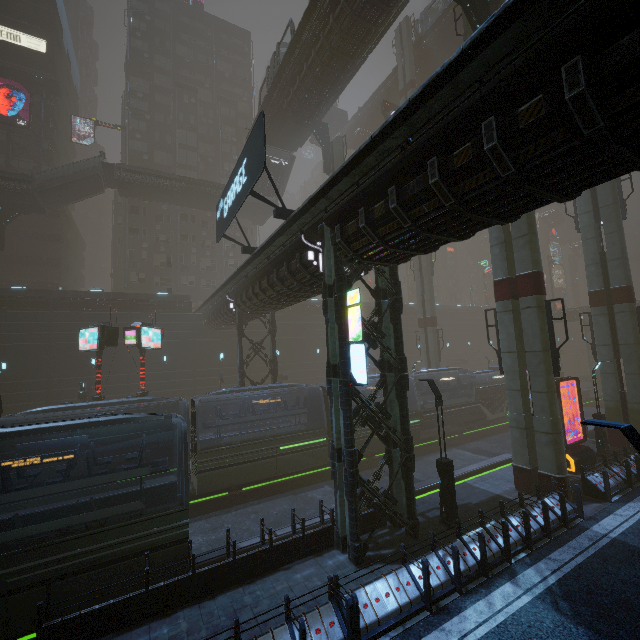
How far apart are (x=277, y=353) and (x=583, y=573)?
32.0m

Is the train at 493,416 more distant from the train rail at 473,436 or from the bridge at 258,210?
the bridge at 258,210

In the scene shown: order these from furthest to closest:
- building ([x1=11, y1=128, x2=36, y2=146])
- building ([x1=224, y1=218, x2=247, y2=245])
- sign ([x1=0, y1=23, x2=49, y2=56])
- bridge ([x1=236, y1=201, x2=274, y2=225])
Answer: building ([x1=224, y1=218, x2=247, y2=245]) → bridge ([x1=236, y1=201, x2=274, y2=225]) → building ([x1=11, y1=128, x2=36, y2=146]) → sign ([x1=0, y1=23, x2=49, y2=56])

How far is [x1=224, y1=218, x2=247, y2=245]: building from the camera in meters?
47.2

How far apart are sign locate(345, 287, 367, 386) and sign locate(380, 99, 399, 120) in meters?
30.2 m

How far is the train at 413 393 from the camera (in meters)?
24.47

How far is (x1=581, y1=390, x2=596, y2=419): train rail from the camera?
34.57m

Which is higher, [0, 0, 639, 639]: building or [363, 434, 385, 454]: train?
[0, 0, 639, 639]: building
